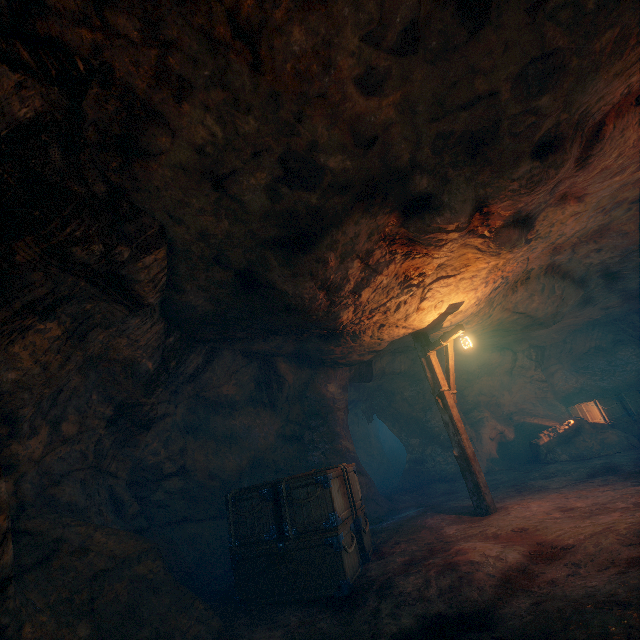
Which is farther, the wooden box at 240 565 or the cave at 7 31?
the wooden box at 240 565

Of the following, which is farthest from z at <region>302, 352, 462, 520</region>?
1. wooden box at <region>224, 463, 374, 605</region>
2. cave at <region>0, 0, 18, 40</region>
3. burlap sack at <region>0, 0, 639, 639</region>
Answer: cave at <region>0, 0, 18, 40</region>

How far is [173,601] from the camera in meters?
4.4

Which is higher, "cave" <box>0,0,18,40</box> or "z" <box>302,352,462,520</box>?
"cave" <box>0,0,18,40</box>

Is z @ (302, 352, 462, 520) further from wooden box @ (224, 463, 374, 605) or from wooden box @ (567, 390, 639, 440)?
wooden box @ (567, 390, 639, 440)

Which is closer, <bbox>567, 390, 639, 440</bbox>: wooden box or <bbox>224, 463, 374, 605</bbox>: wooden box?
<bbox>224, 463, 374, 605</bbox>: wooden box

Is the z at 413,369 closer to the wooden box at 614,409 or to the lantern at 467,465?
the lantern at 467,465

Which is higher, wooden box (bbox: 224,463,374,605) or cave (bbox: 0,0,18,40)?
cave (bbox: 0,0,18,40)
